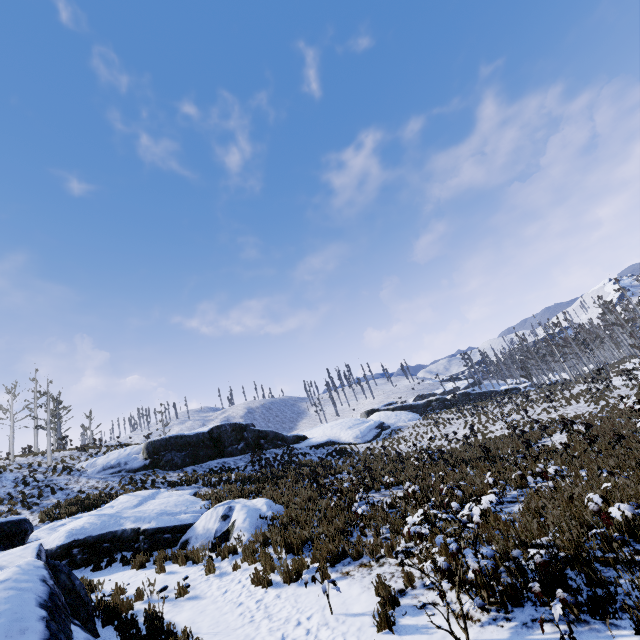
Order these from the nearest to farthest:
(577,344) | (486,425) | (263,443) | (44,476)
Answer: (44,476), (486,425), (263,443), (577,344)

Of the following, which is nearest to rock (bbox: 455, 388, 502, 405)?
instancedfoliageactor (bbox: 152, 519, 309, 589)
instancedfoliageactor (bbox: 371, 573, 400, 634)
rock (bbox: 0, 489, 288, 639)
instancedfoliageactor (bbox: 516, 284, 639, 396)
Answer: instancedfoliageactor (bbox: 516, 284, 639, 396)

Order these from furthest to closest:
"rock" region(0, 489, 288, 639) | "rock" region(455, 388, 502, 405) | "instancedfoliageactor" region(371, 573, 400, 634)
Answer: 1. "rock" region(455, 388, 502, 405)
2. "instancedfoliageactor" region(371, 573, 400, 634)
3. "rock" region(0, 489, 288, 639)

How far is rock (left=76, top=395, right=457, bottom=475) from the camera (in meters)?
23.56

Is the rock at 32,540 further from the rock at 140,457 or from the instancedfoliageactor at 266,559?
the rock at 140,457

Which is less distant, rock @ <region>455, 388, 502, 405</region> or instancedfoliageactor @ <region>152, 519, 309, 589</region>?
instancedfoliageactor @ <region>152, 519, 309, 589</region>

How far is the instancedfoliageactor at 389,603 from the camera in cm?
517

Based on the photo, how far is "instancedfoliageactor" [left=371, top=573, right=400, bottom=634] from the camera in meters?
5.2 m
